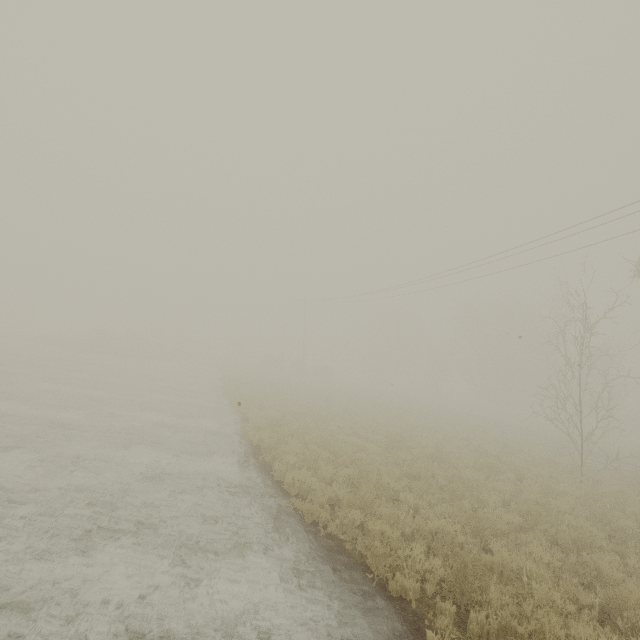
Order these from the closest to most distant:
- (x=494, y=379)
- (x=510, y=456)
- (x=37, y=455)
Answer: (x=37, y=455)
(x=510, y=456)
(x=494, y=379)
